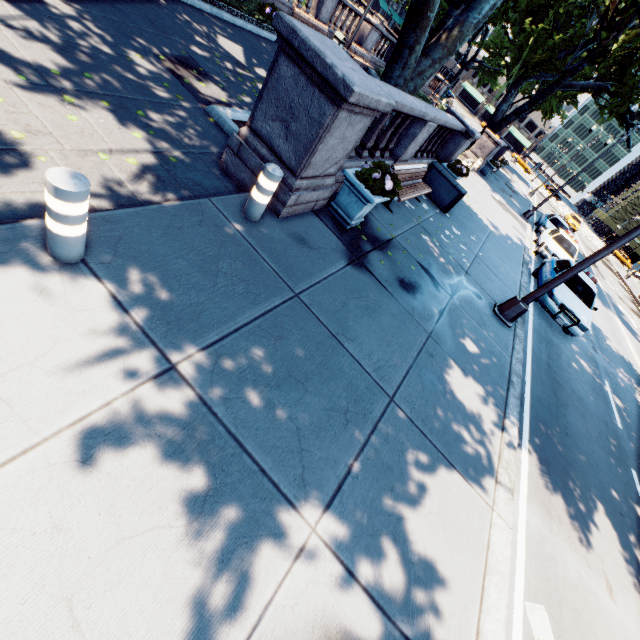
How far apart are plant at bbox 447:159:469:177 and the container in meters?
0.7

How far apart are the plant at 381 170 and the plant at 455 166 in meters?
6.9

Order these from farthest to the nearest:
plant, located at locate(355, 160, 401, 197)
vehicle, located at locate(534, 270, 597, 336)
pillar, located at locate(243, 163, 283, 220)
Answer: vehicle, located at locate(534, 270, 597, 336) < plant, located at locate(355, 160, 401, 197) < pillar, located at locate(243, 163, 283, 220)

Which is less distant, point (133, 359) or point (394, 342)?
point (133, 359)

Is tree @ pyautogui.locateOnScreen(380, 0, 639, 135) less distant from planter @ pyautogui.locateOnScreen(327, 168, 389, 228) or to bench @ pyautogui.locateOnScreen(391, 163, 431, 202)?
bench @ pyautogui.locateOnScreen(391, 163, 431, 202)

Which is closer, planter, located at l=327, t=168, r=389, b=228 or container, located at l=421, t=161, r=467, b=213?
planter, located at l=327, t=168, r=389, b=228

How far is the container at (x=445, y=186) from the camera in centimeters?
1059cm

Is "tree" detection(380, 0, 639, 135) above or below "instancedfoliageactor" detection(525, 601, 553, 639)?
above
